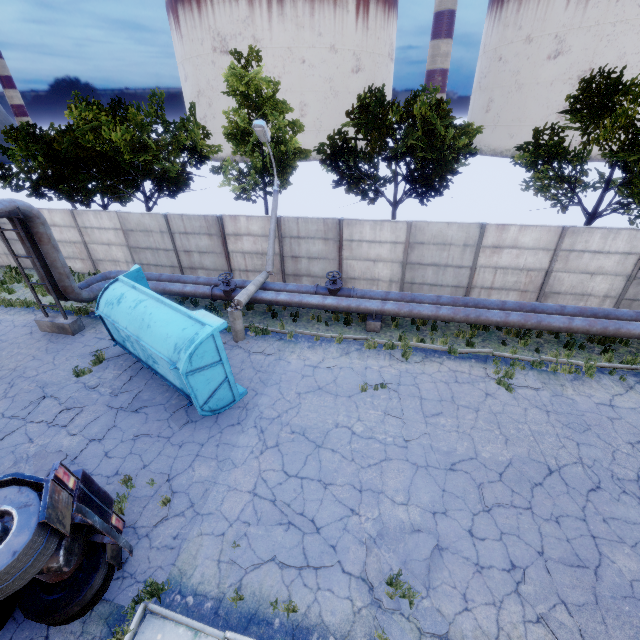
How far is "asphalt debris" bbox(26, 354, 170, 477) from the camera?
8.42m

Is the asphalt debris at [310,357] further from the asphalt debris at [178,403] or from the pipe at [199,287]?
the asphalt debris at [178,403]

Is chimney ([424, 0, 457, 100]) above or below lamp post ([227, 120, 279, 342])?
above

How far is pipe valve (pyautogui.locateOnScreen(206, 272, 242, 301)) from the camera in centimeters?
1347cm

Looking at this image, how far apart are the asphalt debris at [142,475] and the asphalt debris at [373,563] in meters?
4.3 m

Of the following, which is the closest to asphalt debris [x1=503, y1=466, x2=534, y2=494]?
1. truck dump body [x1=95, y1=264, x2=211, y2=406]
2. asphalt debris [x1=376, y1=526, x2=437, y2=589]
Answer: asphalt debris [x1=376, y1=526, x2=437, y2=589]

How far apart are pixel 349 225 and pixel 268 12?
71.3 meters

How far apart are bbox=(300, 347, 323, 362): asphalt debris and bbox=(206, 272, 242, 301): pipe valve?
3.4 meters
